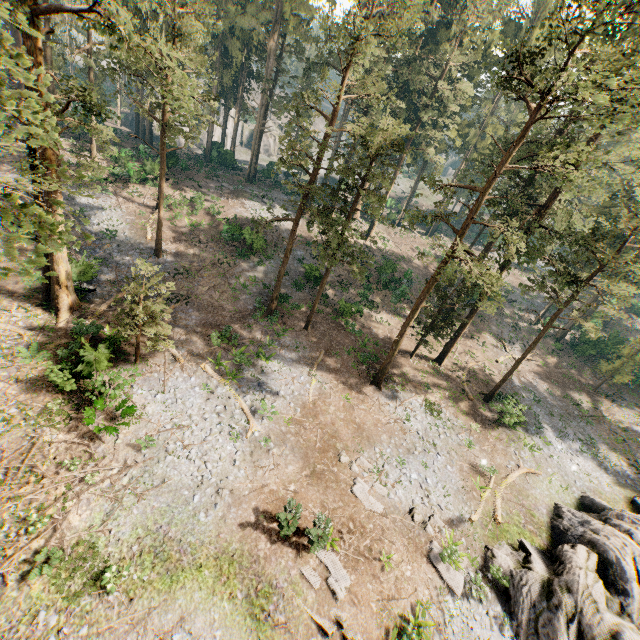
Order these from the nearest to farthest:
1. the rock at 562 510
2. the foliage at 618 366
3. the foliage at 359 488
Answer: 1. the rock at 562 510
2. the foliage at 359 488
3. the foliage at 618 366

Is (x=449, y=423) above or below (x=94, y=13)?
below

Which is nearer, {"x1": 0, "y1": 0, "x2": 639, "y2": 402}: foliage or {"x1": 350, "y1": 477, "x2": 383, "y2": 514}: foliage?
{"x1": 0, "y1": 0, "x2": 639, "y2": 402}: foliage

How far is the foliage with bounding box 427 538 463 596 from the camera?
15.7 meters

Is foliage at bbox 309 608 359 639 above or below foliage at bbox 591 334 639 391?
below

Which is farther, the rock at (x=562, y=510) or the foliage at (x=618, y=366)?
the foliage at (x=618, y=366)
